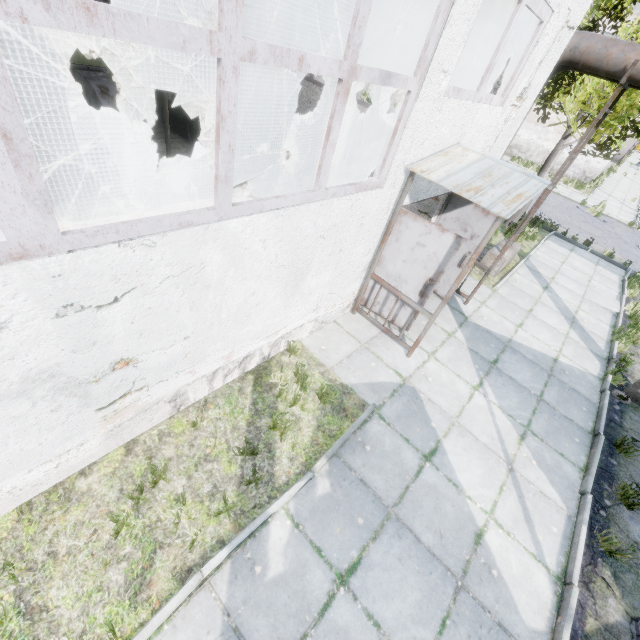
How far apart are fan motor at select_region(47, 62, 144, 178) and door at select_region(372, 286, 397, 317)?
6.7 meters

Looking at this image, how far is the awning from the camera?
4.4m

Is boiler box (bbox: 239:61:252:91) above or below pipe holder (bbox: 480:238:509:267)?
above

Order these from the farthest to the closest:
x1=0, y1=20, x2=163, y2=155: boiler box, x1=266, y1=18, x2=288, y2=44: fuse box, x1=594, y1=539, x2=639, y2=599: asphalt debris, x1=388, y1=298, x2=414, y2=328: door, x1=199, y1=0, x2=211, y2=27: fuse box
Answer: x1=266, y1=18, x2=288, y2=44: fuse box, x1=199, y1=0, x2=211, y2=27: fuse box, x1=0, y1=20, x2=163, y2=155: boiler box, x1=388, y1=298, x2=414, y2=328: door, x1=594, y1=539, x2=639, y2=599: asphalt debris

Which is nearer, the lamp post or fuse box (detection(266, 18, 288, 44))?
the lamp post

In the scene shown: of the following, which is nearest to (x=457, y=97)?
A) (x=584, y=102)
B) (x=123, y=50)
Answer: (x=123, y=50)

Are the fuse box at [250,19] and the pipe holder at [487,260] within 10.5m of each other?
no

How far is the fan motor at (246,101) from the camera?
9.77m
